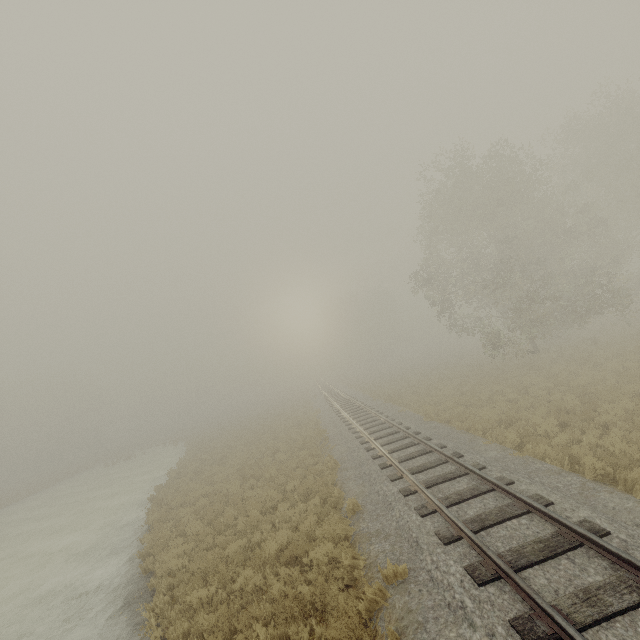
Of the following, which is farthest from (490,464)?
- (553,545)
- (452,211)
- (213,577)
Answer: (452,211)
